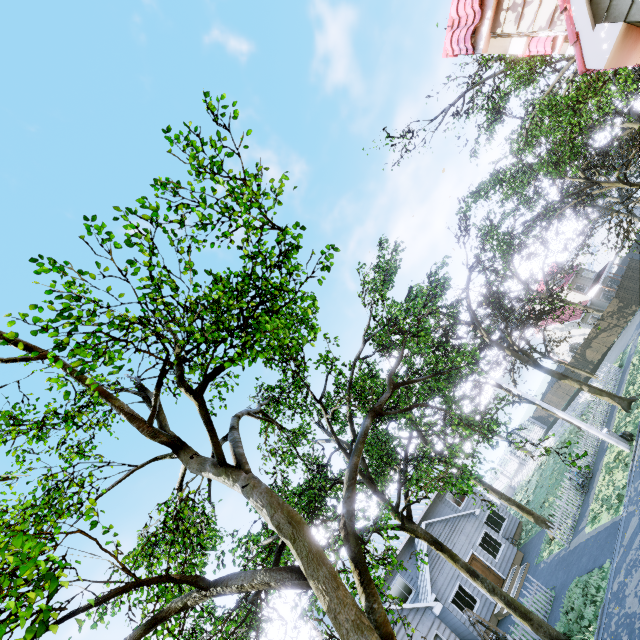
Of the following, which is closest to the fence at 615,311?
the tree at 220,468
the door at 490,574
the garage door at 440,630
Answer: the tree at 220,468

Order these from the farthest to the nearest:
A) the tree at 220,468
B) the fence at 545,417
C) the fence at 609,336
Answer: the fence at 545,417 < the fence at 609,336 < the tree at 220,468

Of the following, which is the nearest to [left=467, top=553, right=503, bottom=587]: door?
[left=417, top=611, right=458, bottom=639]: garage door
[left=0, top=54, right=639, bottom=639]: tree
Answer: [left=0, top=54, right=639, bottom=639]: tree

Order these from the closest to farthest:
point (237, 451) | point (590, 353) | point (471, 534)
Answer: point (237, 451)
point (471, 534)
point (590, 353)

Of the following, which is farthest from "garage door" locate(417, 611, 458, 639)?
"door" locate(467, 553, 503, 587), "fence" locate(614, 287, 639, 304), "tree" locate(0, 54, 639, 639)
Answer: "door" locate(467, 553, 503, 587)

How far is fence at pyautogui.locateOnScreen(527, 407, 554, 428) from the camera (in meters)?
43.69
